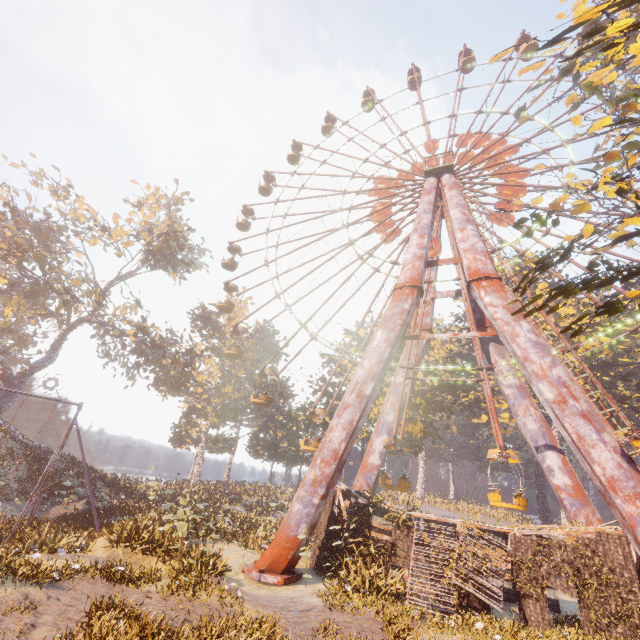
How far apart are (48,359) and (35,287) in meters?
7.3

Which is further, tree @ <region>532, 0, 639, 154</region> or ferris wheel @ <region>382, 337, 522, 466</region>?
ferris wheel @ <region>382, 337, 522, 466</region>

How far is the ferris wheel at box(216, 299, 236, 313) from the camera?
30.1m

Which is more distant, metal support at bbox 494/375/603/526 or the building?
metal support at bbox 494/375/603/526

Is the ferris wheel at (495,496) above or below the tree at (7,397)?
below

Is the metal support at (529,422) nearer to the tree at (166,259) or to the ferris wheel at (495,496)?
the ferris wheel at (495,496)
